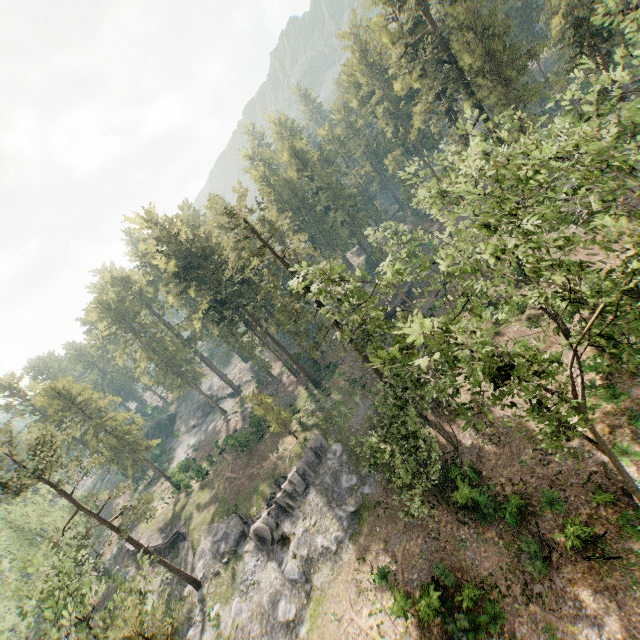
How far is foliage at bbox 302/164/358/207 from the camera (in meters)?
57.72

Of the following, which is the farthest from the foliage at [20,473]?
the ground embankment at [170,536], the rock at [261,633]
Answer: the ground embankment at [170,536]

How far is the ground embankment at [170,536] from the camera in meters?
41.1 m

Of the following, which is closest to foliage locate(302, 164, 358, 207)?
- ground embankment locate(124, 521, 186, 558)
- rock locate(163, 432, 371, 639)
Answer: rock locate(163, 432, 371, 639)

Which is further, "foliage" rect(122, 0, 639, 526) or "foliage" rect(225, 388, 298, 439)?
"foliage" rect(225, 388, 298, 439)

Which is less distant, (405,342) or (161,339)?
(405,342)

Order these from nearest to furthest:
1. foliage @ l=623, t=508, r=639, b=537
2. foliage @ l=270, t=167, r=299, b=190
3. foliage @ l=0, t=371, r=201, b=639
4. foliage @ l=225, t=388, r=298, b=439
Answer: foliage @ l=623, t=508, r=639, b=537
foliage @ l=0, t=371, r=201, b=639
foliage @ l=225, t=388, r=298, b=439
foliage @ l=270, t=167, r=299, b=190
